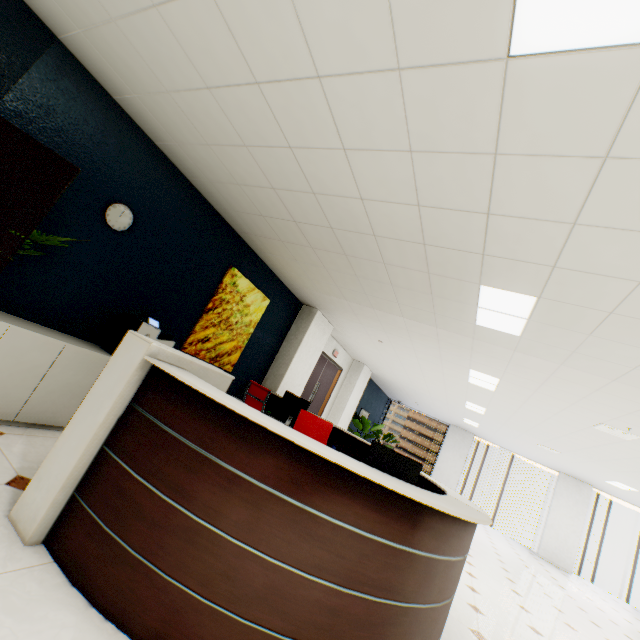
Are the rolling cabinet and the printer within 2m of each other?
yes

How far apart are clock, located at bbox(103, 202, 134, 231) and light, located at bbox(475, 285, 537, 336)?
3.8 meters

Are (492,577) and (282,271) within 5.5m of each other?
no

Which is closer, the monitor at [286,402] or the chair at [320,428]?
the chair at [320,428]

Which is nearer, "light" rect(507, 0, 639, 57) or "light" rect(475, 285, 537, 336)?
"light" rect(507, 0, 639, 57)

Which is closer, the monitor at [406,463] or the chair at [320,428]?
the monitor at [406,463]

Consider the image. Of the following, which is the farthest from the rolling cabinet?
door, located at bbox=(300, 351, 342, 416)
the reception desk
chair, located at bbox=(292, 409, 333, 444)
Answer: door, located at bbox=(300, 351, 342, 416)

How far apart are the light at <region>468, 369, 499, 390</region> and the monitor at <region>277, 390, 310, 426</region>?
2.91m
